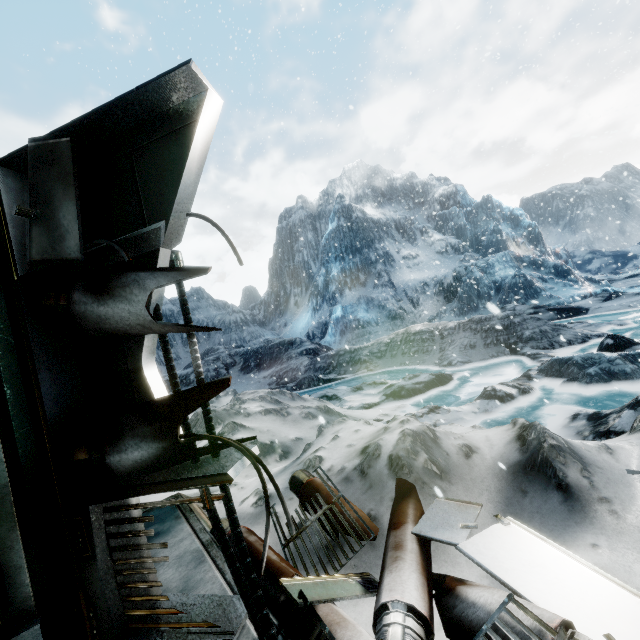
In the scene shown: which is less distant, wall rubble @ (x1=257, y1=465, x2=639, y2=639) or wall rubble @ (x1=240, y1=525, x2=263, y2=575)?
wall rubble @ (x1=257, y1=465, x2=639, y2=639)

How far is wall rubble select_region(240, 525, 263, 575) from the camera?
2.1m

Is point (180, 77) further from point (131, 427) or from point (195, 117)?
point (131, 427)

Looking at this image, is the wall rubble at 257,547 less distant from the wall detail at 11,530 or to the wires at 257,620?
the wires at 257,620

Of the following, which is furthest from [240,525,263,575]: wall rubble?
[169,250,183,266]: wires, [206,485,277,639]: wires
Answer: [169,250,183,266]: wires

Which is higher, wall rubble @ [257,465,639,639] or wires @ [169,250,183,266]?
wires @ [169,250,183,266]

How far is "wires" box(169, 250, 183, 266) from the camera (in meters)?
1.86
